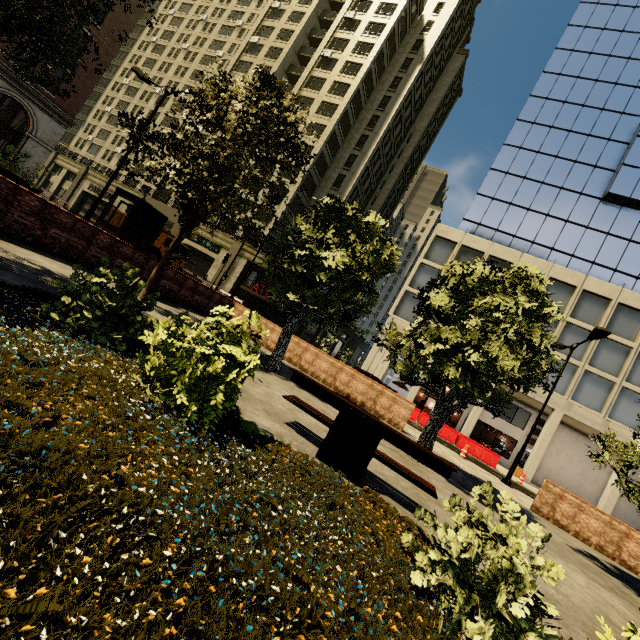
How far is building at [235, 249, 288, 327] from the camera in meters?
32.4

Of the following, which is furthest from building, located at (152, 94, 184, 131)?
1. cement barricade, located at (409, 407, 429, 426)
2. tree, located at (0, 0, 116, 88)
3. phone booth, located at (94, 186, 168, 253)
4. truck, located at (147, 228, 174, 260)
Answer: phone booth, located at (94, 186, 168, 253)

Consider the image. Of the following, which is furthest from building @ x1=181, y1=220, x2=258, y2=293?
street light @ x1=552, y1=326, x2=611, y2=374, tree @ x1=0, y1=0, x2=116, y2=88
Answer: street light @ x1=552, y1=326, x2=611, y2=374

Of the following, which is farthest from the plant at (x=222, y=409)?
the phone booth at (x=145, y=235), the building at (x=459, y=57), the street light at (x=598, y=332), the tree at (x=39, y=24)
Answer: the building at (x=459, y=57)

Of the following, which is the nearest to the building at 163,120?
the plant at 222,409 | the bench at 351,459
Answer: the plant at 222,409

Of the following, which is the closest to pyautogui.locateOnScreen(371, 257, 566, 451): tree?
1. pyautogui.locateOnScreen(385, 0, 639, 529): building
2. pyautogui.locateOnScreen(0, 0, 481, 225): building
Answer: pyautogui.locateOnScreen(0, 0, 481, 225): building

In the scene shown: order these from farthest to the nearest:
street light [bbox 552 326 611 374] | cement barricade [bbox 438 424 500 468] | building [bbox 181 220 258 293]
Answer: building [bbox 181 220 258 293] < cement barricade [bbox 438 424 500 468] < street light [bbox 552 326 611 374]

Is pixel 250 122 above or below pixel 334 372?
above
